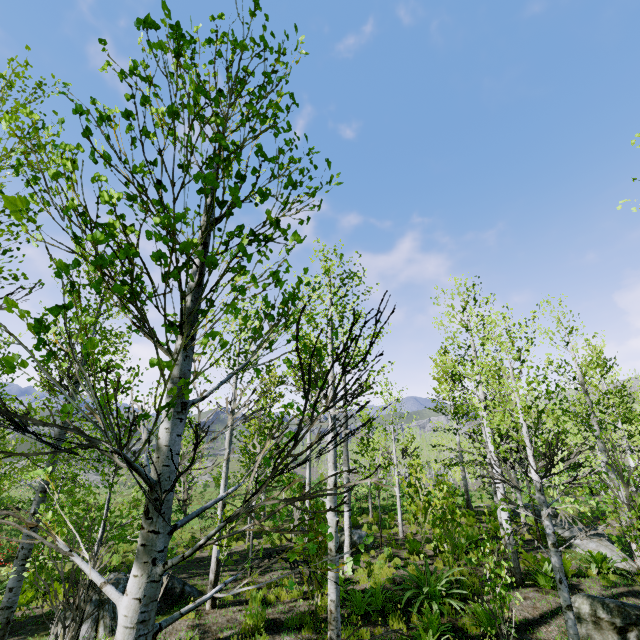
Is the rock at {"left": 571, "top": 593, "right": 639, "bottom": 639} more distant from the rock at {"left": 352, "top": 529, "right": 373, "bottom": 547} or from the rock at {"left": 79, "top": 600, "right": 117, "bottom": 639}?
the rock at {"left": 79, "top": 600, "right": 117, "bottom": 639}

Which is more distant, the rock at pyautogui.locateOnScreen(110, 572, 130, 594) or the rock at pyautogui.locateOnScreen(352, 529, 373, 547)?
the rock at pyautogui.locateOnScreen(352, 529, 373, 547)

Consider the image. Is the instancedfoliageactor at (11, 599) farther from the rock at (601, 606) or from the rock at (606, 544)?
the rock at (601, 606)

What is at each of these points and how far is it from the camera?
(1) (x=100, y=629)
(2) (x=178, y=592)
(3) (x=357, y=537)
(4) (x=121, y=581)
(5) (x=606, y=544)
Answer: (1) rock, 7.22m
(2) rock, 9.07m
(3) rock, 13.80m
(4) rock, 8.36m
(5) rock, 12.18m

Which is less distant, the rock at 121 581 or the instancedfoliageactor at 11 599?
the instancedfoliageactor at 11 599

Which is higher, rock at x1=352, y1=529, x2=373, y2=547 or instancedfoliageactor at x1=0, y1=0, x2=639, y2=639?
instancedfoliageactor at x1=0, y1=0, x2=639, y2=639

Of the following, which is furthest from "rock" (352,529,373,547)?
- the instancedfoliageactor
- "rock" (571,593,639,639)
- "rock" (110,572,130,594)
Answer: "rock" (571,593,639,639)

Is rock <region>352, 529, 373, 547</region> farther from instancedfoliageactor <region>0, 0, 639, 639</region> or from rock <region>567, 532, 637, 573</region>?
rock <region>567, 532, 637, 573</region>
